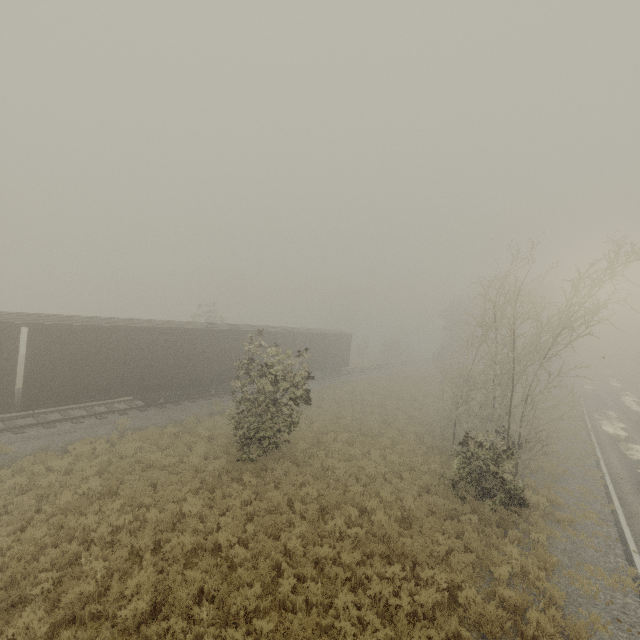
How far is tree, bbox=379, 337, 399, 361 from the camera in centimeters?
5391cm

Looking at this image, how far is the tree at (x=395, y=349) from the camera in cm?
5391

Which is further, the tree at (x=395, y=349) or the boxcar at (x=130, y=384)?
the tree at (x=395, y=349)

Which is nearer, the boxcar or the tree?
the boxcar

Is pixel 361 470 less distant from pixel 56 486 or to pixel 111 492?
pixel 111 492
